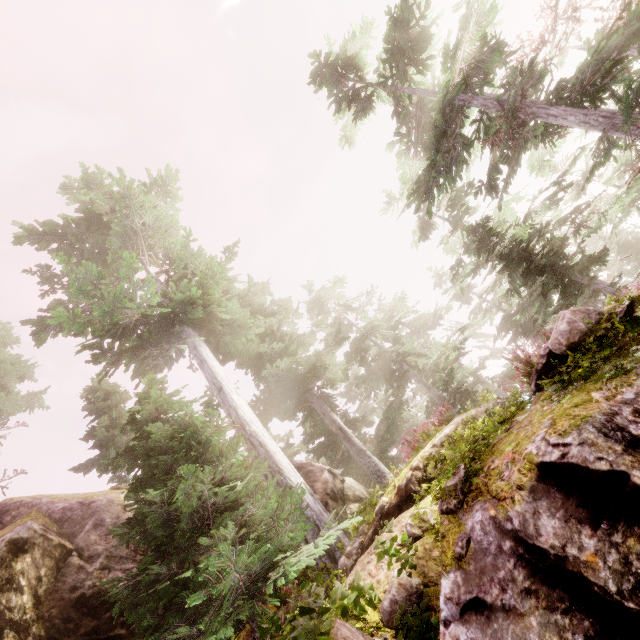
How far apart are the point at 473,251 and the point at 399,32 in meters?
14.4 m

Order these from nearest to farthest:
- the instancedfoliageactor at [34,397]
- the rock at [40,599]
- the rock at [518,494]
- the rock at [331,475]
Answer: the rock at [518,494] → the rock at [40,599] → the rock at [331,475] → the instancedfoliageactor at [34,397]

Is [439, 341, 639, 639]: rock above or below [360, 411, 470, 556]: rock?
below

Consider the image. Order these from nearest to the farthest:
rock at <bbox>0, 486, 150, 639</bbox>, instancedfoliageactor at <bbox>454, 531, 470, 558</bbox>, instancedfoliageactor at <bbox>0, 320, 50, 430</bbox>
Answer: instancedfoliageactor at <bbox>454, 531, 470, 558</bbox>
rock at <bbox>0, 486, 150, 639</bbox>
instancedfoliageactor at <bbox>0, 320, 50, 430</bbox>

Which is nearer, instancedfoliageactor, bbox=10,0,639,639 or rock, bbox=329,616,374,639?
rock, bbox=329,616,374,639

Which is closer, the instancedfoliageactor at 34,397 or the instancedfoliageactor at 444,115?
the instancedfoliageactor at 444,115

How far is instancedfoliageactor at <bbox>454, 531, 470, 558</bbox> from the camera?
3.86m

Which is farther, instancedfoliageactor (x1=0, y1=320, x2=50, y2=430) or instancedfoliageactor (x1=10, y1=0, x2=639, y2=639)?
instancedfoliageactor (x1=0, y1=320, x2=50, y2=430)
